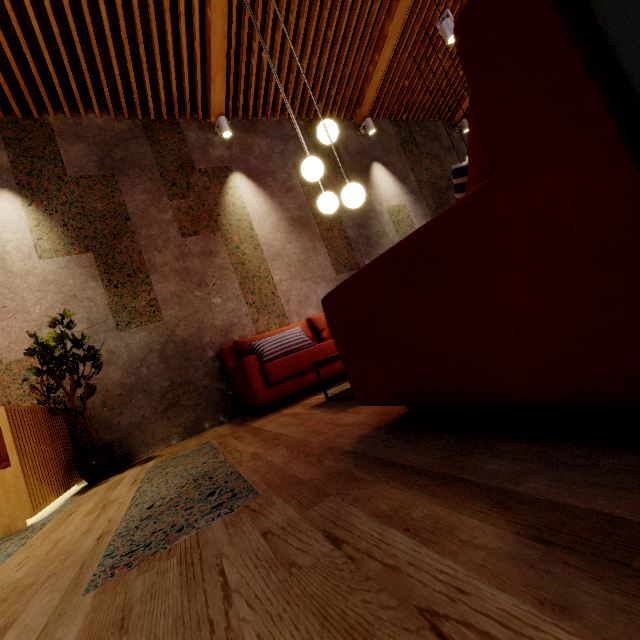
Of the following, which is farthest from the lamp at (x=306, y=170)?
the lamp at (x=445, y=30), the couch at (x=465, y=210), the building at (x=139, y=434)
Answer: the lamp at (x=445, y=30)

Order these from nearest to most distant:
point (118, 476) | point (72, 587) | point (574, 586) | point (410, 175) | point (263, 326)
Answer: point (574, 586)
point (72, 587)
point (118, 476)
point (263, 326)
point (410, 175)

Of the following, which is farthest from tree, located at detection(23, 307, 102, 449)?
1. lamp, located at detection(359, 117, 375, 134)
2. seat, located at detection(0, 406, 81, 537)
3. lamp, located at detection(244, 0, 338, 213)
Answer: lamp, located at detection(359, 117, 375, 134)

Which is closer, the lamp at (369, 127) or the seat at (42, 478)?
the seat at (42, 478)

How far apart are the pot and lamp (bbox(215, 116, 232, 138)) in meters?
4.2

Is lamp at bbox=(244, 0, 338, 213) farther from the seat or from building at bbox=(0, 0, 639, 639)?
the seat

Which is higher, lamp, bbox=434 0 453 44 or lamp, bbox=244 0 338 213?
lamp, bbox=434 0 453 44

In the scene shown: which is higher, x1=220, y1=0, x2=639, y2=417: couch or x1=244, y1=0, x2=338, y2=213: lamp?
x1=244, y1=0, x2=338, y2=213: lamp
